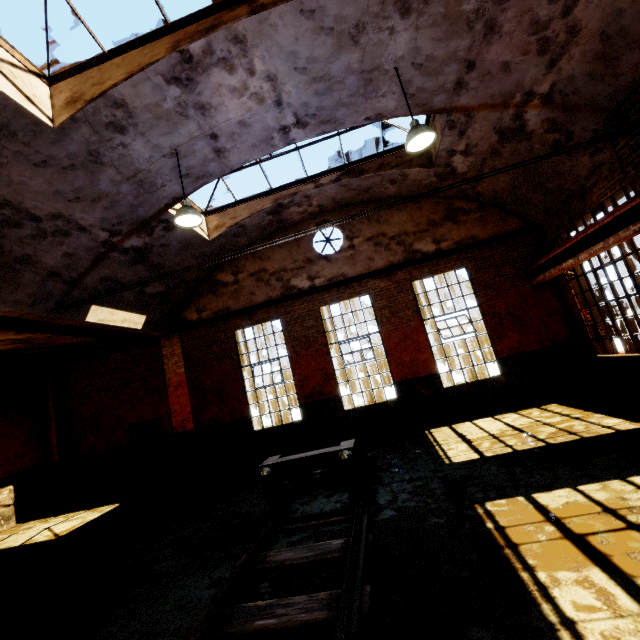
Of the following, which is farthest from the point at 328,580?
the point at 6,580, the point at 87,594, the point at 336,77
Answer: the point at 336,77

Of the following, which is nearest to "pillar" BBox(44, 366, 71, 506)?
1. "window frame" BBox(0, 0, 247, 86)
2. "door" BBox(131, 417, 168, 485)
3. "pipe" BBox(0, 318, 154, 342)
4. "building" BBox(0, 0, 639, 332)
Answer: "door" BBox(131, 417, 168, 485)

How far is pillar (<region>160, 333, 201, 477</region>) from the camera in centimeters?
1100cm

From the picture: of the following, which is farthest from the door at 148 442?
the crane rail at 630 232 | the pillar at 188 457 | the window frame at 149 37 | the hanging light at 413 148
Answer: the crane rail at 630 232

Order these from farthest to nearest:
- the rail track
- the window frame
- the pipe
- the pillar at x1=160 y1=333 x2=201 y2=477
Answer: the pillar at x1=160 y1=333 x2=201 y2=477 < the pipe < the window frame < the rail track

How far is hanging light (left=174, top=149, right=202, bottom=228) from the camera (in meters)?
6.29

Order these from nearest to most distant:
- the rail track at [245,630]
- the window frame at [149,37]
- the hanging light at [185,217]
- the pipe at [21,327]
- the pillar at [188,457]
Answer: the rail track at [245,630] < the window frame at [149,37] < the hanging light at [185,217] < the pipe at [21,327] < the pillar at [188,457]

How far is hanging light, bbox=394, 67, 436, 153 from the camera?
5.6 meters
